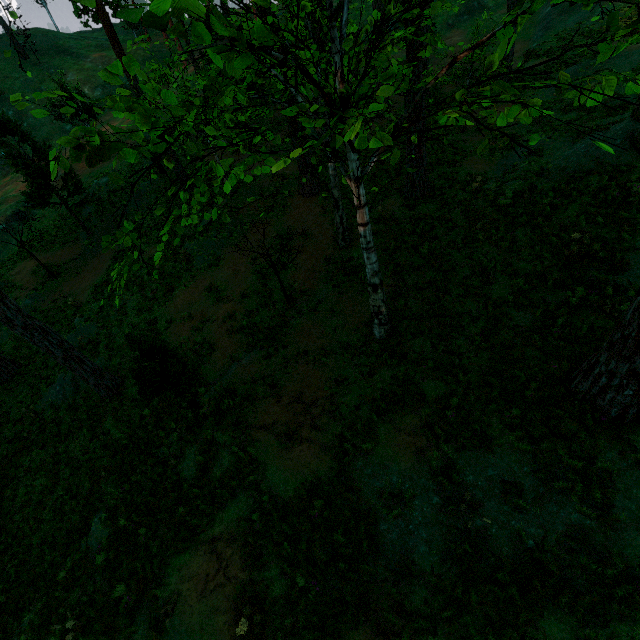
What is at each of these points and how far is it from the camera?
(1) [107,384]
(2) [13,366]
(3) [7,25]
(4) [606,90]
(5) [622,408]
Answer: (1) treerock, 14.0 meters
(2) treerock, 19.6 meters
(3) treerock, 49.0 meters
(4) treerock, 3.6 meters
(5) treerock, 6.1 meters

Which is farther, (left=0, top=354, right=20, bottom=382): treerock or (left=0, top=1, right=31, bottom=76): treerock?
(left=0, top=354, right=20, bottom=382): treerock

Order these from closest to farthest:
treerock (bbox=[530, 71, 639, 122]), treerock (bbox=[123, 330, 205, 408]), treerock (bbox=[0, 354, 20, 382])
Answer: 1. treerock (bbox=[530, 71, 639, 122])
2. treerock (bbox=[123, 330, 205, 408])
3. treerock (bbox=[0, 354, 20, 382])

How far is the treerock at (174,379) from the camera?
8.9m

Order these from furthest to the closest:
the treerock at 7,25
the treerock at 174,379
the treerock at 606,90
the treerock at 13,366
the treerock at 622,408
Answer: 1. the treerock at 13,366
2. the treerock at 174,379
3. the treerock at 622,408
4. the treerock at 7,25
5. the treerock at 606,90

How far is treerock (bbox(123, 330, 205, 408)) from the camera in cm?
895
